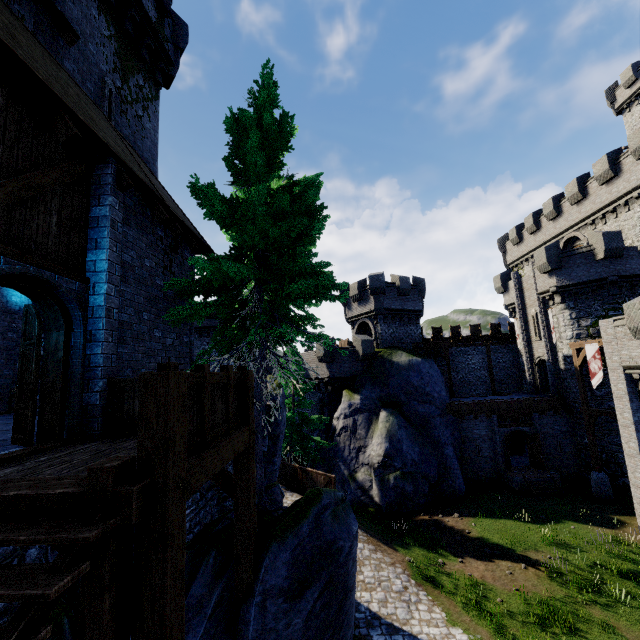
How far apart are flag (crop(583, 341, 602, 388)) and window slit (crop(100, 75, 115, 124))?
27.1 meters

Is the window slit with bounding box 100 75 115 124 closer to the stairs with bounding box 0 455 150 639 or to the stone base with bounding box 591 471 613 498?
the stairs with bounding box 0 455 150 639

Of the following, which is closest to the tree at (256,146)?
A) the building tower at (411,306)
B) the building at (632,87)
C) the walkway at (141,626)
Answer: the walkway at (141,626)

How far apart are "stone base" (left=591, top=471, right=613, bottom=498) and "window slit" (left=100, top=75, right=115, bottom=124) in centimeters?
3162cm

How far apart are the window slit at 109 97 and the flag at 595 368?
27.10m

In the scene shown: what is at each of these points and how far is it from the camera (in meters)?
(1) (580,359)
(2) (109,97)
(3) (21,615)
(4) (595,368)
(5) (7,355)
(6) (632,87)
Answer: (1) walkway, 21.28
(2) window slit, 12.27
(3) stairs, 2.06
(4) flag, 19.81
(5) building, 13.30
(6) building, 34.09

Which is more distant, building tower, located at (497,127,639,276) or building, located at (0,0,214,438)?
building tower, located at (497,127,639,276)

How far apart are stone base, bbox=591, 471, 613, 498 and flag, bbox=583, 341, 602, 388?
5.48m
